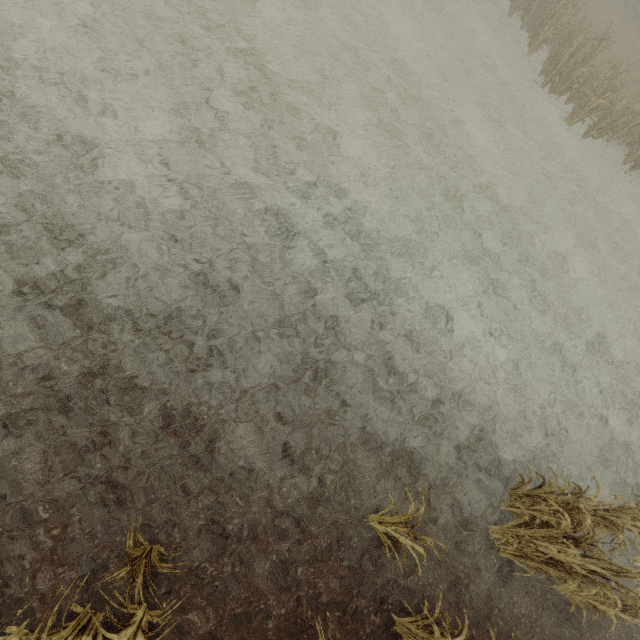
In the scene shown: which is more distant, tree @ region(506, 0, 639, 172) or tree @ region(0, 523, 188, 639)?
tree @ region(506, 0, 639, 172)

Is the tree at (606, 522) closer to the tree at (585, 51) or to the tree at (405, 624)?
the tree at (405, 624)

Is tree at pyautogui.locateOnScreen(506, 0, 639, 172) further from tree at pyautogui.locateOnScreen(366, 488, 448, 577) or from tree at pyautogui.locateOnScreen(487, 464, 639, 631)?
tree at pyautogui.locateOnScreen(366, 488, 448, 577)

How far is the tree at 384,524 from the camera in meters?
3.6 m

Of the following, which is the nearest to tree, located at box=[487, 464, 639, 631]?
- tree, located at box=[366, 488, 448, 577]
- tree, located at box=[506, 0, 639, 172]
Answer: tree, located at box=[366, 488, 448, 577]

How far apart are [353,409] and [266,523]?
2.03m

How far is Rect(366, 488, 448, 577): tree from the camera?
3.6m
